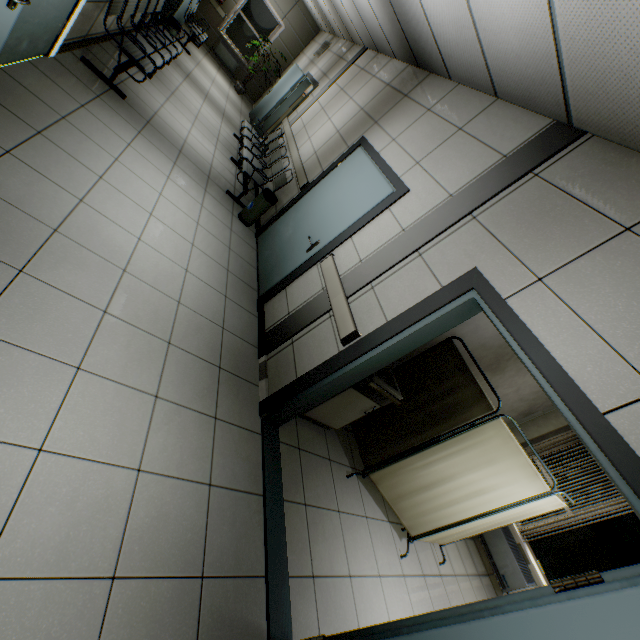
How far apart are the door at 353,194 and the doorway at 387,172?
0.0 meters

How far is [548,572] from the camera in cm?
493

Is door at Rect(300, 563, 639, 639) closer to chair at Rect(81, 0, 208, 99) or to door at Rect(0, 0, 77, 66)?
door at Rect(0, 0, 77, 66)

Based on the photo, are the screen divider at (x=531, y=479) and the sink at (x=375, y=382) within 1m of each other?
yes

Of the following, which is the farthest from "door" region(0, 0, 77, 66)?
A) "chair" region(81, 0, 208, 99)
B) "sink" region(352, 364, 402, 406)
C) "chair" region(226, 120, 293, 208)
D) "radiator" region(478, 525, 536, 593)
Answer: "radiator" region(478, 525, 536, 593)

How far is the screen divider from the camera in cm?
313

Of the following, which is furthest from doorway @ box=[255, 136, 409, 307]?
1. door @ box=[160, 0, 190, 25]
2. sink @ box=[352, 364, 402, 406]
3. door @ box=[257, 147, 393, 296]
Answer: door @ box=[160, 0, 190, 25]

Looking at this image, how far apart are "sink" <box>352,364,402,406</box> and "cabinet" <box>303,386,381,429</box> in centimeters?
3cm
